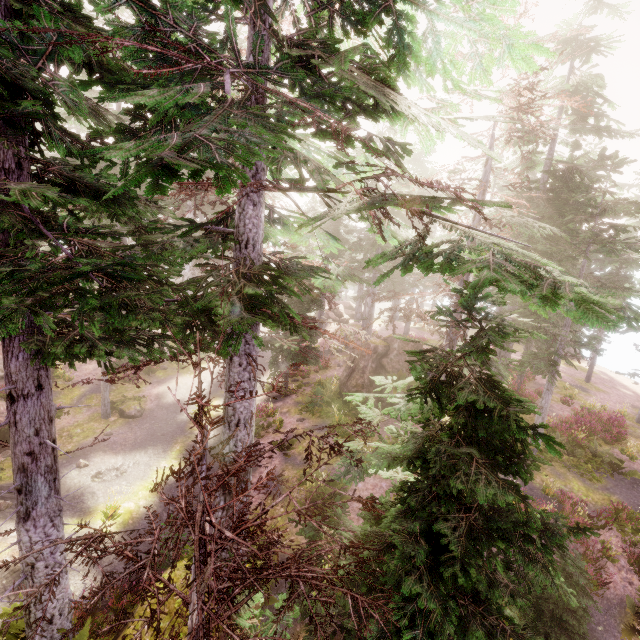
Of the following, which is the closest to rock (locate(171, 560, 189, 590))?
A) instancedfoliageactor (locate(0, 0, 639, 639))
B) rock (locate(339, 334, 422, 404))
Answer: instancedfoliageactor (locate(0, 0, 639, 639))

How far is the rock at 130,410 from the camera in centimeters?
1872cm

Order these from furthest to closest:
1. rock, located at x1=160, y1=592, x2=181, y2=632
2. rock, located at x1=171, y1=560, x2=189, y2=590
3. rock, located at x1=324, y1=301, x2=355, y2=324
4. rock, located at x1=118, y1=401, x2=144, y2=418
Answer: rock, located at x1=324, y1=301, x2=355, y2=324, rock, located at x1=118, y1=401, x2=144, y2=418, rock, located at x1=171, y1=560, x2=189, y2=590, rock, located at x1=160, y1=592, x2=181, y2=632

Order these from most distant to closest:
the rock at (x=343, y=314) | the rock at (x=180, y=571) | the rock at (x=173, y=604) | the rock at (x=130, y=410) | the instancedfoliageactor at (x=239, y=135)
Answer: the rock at (x=343, y=314), the rock at (x=130, y=410), the rock at (x=180, y=571), the rock at (x=173, y=604), the instancedfoliageactor at (x=239, y=135)

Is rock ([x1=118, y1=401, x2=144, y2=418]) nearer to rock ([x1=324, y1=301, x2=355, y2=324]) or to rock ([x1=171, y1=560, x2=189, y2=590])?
rock ([x1=171, y1=560, x2=189, y2=590])

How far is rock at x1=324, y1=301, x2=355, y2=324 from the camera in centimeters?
3778cm

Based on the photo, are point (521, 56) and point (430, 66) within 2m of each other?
yes

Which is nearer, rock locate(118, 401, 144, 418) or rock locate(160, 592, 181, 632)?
rock locate(160, 592, 181, 632)
